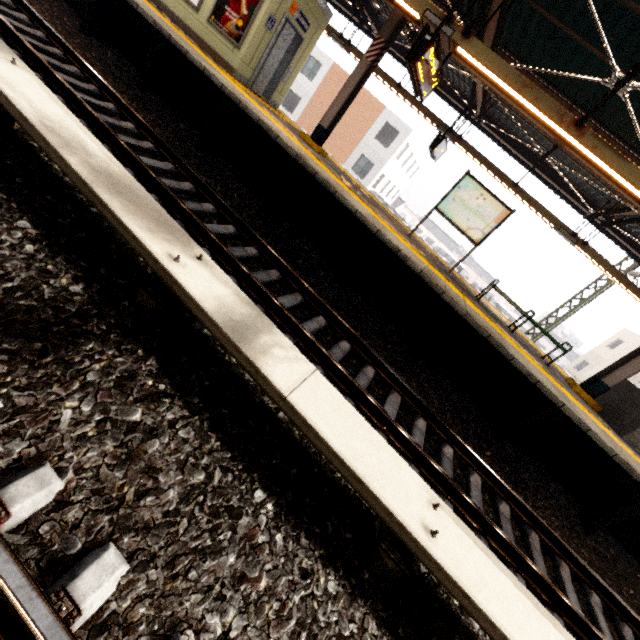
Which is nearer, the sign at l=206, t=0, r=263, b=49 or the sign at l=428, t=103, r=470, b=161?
the sign at l=206, t=0, r=263, b=49

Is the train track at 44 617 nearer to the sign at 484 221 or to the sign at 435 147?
the sign at 484 221

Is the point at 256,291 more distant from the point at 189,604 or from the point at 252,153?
the point at 252,153

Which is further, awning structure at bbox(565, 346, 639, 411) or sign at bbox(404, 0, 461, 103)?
awning structure at bbox(565, 346, 639, 411)

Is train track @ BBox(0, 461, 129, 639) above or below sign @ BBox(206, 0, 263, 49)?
below

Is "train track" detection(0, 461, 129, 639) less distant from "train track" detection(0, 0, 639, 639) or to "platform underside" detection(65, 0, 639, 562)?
"train track" detection(0, 0, 639, 639)

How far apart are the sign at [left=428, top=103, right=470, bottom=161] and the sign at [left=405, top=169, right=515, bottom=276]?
2.28m

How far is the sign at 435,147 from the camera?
9.58m
